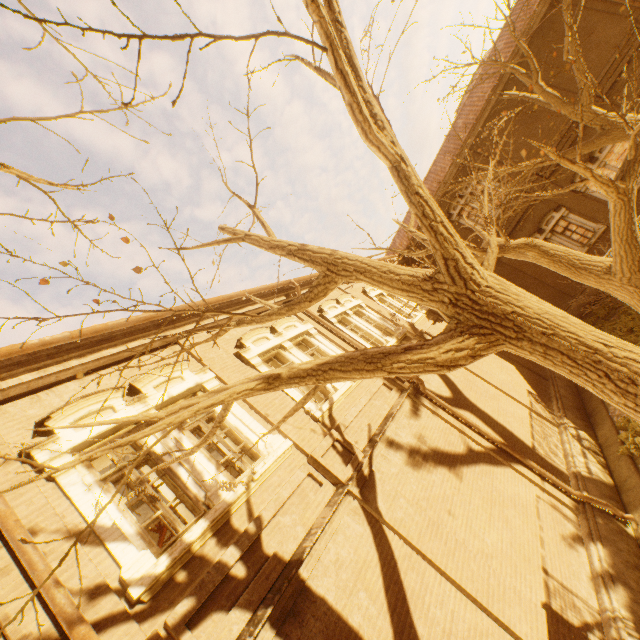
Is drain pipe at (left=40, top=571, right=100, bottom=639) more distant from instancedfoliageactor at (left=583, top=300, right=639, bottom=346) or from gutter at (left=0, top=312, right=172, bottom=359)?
instancedfoliageactor at (left=583, top=300, right=639, bottom=346)

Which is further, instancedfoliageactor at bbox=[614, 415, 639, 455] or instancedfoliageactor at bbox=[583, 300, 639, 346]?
instancedfoliageactor at bbox=[583, 300, 639, 346]

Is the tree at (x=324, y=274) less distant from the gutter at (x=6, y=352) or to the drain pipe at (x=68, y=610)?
the drain pipe at (x=68, y=610)

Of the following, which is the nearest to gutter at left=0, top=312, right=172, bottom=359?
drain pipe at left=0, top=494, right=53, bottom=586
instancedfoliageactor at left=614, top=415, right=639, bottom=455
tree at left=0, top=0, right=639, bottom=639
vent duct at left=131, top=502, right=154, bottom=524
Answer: drain pipe at left=0, top=494, right=53, bottom=586

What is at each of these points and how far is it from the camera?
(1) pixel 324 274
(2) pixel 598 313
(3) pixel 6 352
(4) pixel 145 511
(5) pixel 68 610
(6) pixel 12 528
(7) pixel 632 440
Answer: (1) tree, 3.8 meters
(2) instancedfoliageactor, 16.5 meters
(3) gutter, 4.7 meters
(4) vent duct, 9.4 meters
(5) drain pipe, 3.2 meters
(6) drain pipe, 3.5 meters
(7) instancedfoliageactor, 9.0 meters

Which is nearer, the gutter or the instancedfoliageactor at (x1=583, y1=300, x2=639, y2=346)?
the gutter

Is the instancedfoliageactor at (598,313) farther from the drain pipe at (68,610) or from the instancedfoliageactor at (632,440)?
the drain pipe at (68,610)

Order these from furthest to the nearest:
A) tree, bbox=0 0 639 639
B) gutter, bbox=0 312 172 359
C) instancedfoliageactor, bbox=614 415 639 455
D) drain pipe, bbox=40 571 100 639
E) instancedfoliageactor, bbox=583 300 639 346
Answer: instancedfoliageactor, bbox=583 300 639 346, instancedfoliageactor, bbox=614 415 639 455, gutter, bbox=0 312 172 359, drain pipe, bbox=40 571 100 639, tree, bbox=0 0 639 639
